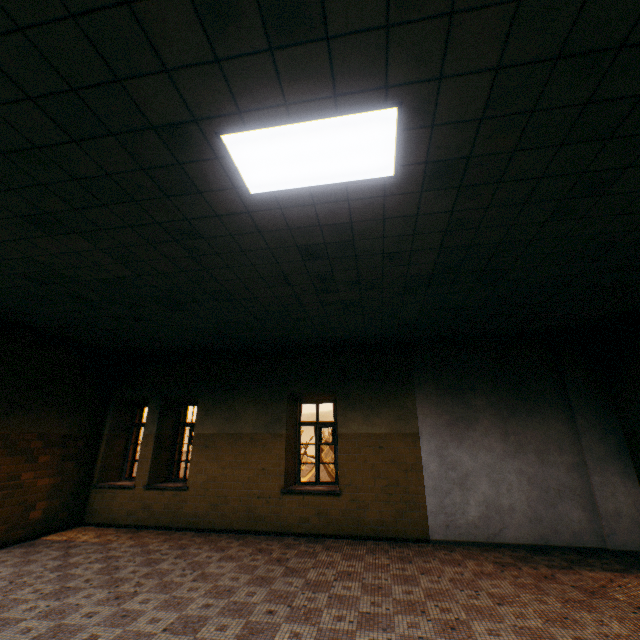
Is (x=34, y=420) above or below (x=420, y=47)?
below

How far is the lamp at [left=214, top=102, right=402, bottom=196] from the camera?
2.3m

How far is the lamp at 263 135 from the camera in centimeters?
227cm
